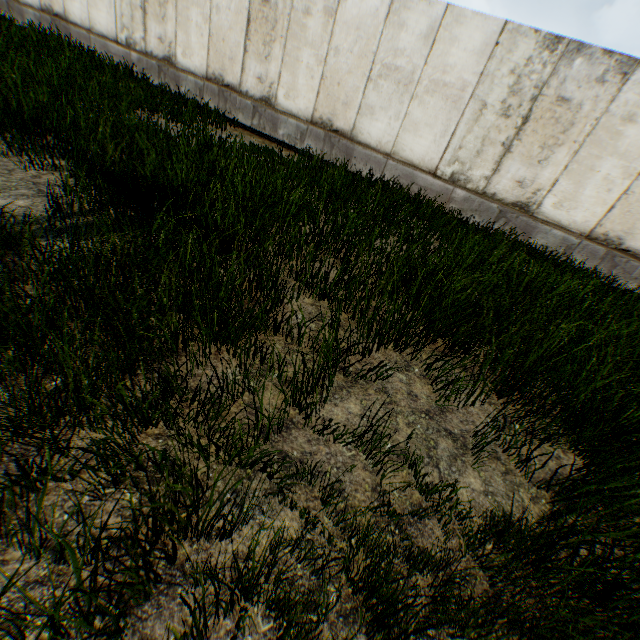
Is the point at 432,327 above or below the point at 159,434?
above
